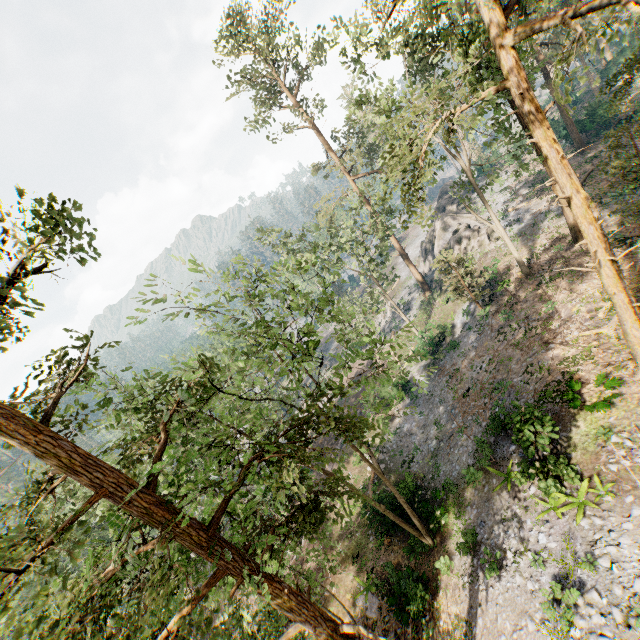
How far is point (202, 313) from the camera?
13.9 meters

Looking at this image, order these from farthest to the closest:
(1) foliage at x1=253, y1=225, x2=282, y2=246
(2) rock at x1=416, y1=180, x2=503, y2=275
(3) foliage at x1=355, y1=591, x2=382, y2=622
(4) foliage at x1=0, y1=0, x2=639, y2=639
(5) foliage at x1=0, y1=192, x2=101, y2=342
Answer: (2) rock at x1=416, y1=180, x2=503, y2=275 < (1) foliage at x1=253, y1=225, x2=282, y2=246 < (3) foliage at x1=355, y1=591, x2=382, y2=622 < (4) foliage at x1=0, y1=0, x2=639, y2=639 < (5) foliage at x1=0, y1=192, x2=101, y2=342

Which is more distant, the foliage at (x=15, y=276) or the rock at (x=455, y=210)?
the rock at (x=455, y=210)

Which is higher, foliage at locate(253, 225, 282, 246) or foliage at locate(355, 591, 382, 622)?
foliage at locate(253, 225, 282, 246)

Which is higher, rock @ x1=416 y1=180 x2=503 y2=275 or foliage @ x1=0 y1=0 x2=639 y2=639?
foliage @ x1=0 y1=0 x2=639 y2=639

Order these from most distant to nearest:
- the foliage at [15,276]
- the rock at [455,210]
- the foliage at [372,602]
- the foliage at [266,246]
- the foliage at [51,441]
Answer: the rock at [455,210]
the foliage at [266,246]
the foliage at [372,602]
the foliage at [51,441]
the foliage at [15,276]

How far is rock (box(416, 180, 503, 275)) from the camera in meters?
33.7 m
